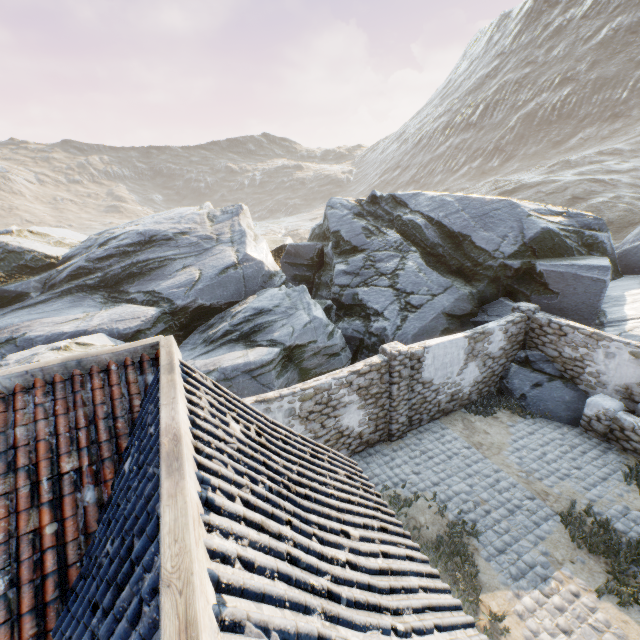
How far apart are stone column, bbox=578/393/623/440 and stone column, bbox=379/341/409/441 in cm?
549

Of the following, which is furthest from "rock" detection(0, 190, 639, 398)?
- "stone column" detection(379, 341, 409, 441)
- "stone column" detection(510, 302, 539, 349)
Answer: "stone column" detection(379, 341, 409, 441)

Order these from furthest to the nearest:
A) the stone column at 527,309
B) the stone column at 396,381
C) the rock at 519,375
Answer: the stone column at 527,309 → the rock at 519,375 → the stone column at 396,381

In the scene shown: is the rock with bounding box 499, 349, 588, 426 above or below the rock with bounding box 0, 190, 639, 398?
below

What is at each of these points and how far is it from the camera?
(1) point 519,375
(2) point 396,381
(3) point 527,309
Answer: (1) rock, 11.7 meters
(2) stone column, 9.6 meters
(3) stone column, 11.6 meters

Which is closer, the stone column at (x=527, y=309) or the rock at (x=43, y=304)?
the stone column at (x=527, y=309)

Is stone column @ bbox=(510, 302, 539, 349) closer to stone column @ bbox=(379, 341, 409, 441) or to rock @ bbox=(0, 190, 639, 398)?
rock @ bbox=(0, 190, 639, 398)

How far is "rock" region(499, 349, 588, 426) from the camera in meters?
10.7 m
